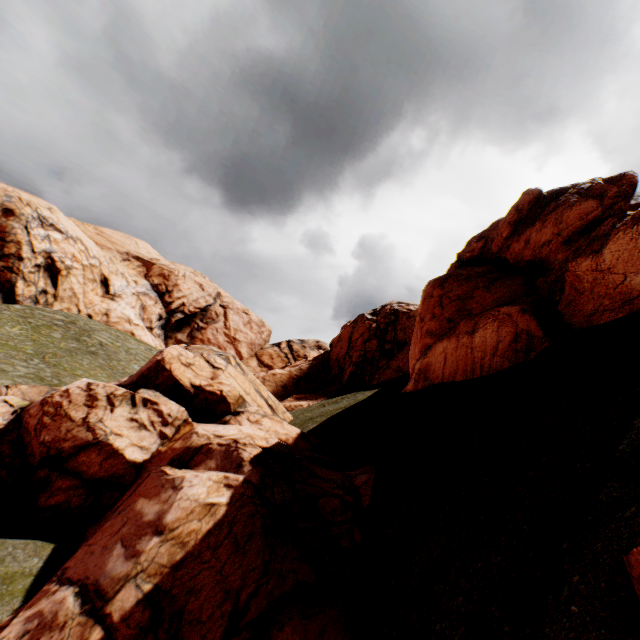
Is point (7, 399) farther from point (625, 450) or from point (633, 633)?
point (625, 450)

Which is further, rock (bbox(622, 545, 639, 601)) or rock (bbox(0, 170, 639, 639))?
rock (bbox(0, 170, 639, 639))

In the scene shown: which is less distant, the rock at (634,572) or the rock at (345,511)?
the rock at (634,572)
